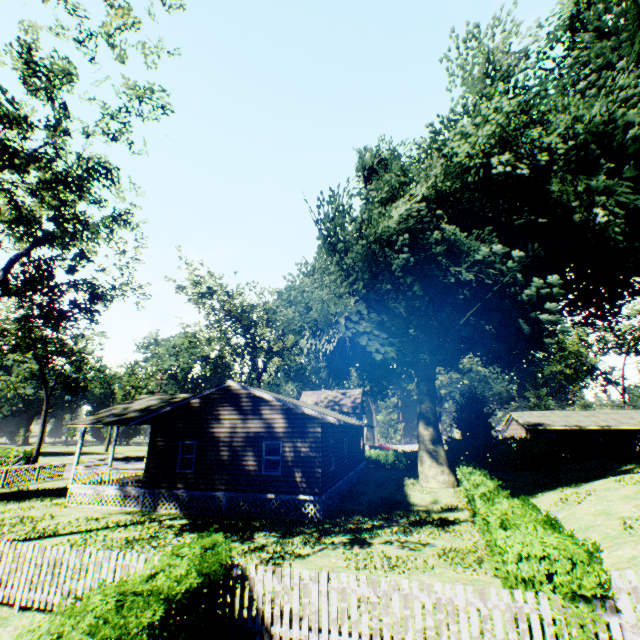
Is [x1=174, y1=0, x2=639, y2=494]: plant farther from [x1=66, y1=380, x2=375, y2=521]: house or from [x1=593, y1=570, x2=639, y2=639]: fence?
[x1=66, y1=380, x2=375, y2=521]: house

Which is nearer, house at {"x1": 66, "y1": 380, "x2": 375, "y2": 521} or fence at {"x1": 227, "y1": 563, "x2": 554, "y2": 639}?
fence at {"x1": 227, "y1": 563, "x2": 554, "y2": 639}

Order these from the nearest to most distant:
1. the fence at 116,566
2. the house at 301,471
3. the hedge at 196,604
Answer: the hedge at 196,604 < the fence at 116,566 < the house at 301,471

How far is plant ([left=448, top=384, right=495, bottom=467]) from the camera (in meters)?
34.38

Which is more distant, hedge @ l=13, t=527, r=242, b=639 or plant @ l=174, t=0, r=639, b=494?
plant @ l=174, t=0, r=639, b=494

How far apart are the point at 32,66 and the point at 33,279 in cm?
→ 870

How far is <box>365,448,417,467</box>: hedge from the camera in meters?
36.9 m

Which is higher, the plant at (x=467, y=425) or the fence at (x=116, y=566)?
the plant at (x=467, y=425)
